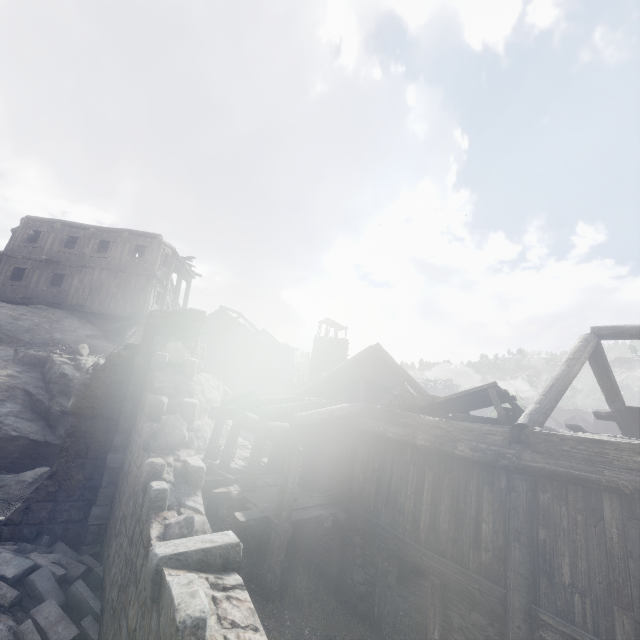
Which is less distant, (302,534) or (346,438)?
(346,438)

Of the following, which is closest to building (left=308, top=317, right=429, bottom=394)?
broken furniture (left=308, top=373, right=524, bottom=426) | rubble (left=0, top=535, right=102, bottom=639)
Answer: rubble (left=0, top=535, right=102, bottom=639)

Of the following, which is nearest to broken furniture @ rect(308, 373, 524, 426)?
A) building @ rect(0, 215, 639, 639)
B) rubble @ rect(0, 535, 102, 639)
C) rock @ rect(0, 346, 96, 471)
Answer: building @ rect(0, 215, 639, 639)

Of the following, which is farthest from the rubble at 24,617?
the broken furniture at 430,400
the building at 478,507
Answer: the broken furniture at 430,400

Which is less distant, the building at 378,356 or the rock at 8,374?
the rock at 8,374

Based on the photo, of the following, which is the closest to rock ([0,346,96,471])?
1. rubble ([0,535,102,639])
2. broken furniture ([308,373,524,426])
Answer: rubble ([0,535,102,639])

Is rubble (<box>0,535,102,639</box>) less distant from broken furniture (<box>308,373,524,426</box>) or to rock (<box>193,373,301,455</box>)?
rock (<box>193,373,301,455</box>)
